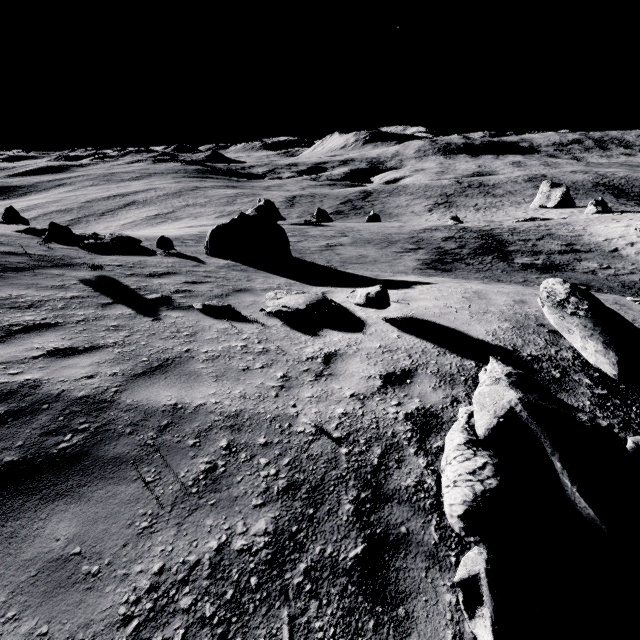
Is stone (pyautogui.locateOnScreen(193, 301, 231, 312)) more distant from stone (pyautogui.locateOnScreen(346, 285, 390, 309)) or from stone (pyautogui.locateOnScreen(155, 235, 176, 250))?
stone (pyautogui.locateOnScreen(155, 235, 176, 250))

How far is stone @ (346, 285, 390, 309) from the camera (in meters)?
5.64

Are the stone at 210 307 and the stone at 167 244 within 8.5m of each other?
yes

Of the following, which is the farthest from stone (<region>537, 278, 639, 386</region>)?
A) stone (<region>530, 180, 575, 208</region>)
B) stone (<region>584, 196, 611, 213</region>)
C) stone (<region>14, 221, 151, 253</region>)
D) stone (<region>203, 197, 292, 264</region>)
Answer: stone (<region>530, 180, 575, 208</region>)

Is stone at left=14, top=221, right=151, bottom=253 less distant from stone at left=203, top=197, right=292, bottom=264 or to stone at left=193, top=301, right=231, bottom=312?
stone at left=203, top=197, right=292, bottom=264

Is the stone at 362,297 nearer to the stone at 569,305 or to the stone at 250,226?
the stone at 569,305

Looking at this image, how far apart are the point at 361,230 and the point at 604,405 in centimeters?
2164cm

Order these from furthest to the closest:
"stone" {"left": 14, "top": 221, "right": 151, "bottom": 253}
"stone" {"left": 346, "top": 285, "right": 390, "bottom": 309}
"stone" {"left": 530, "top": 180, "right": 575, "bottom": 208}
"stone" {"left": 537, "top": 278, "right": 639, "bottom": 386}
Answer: "stone" {"left": 530, "top": 180, "right": 575, "bottom": 208} → "stone" {"left": 14, "top": 221, "right": 151, "bottom": 253} → "stone" {"left": 346, "top": 285, "right": 390, "bottom": 309} → "stone" {"left": 537, "top": 278, "right": 639, "bottom": 386}
